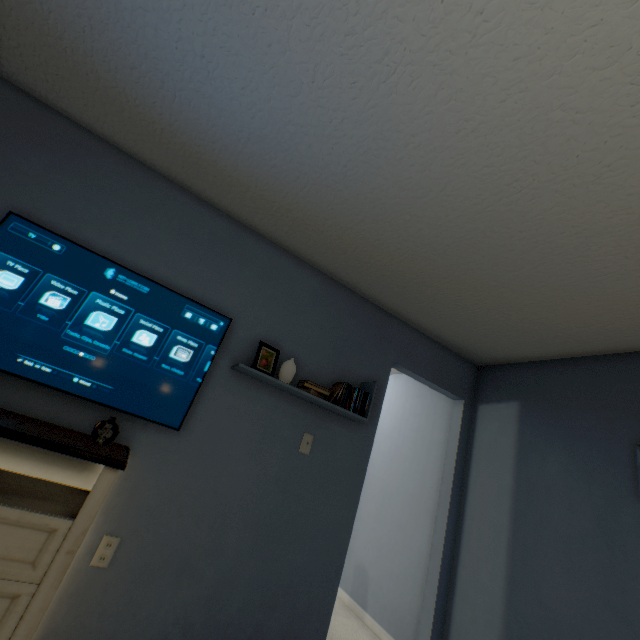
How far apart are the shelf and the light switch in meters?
0.2

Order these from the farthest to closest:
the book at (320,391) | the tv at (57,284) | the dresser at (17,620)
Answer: the book at (320,391) → the tv at (57,284) → the dresser at (17,620)

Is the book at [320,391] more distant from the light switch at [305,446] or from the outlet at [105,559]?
the outlet at [105,559]

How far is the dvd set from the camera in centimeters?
222cm

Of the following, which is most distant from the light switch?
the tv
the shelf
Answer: the tv

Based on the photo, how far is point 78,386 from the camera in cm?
163

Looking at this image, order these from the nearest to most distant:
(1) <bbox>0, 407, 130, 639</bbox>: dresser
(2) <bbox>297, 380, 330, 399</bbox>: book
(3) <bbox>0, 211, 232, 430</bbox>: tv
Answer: (1) <bbox>0, 407, 130, 639</bbox>: dresser, (3) <bbox>0, 211, 232, 430</bbox>: tv, (2) <bbox>297, 380, 330, 399</bbox>: book

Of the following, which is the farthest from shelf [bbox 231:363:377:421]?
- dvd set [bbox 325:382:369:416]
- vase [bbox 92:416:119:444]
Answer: vase [bbox 92:416:119:444]
